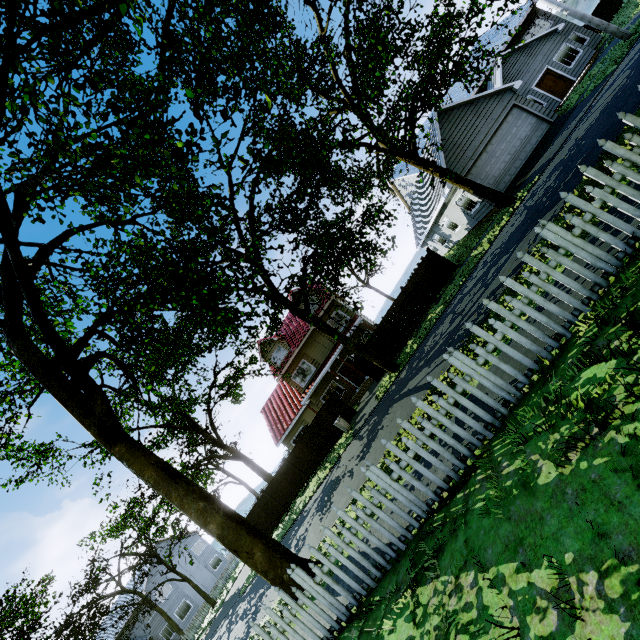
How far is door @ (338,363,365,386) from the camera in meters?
25.7 m

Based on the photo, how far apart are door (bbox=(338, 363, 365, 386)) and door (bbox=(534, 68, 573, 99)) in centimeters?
2363cm

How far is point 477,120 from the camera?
19.0m

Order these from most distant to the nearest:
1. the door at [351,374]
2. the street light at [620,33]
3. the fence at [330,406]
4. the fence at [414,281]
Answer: the door at [351,374]
the fence at [330,406]
the fence at [414,281]
the street light at [620,33]

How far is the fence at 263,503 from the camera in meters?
22.0

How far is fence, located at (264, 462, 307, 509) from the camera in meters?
21.6

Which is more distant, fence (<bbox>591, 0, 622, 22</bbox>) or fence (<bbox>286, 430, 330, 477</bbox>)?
fence (<bbox>591, 0, 622, 22</bbox>)

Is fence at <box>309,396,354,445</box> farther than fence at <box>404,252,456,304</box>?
Yes
